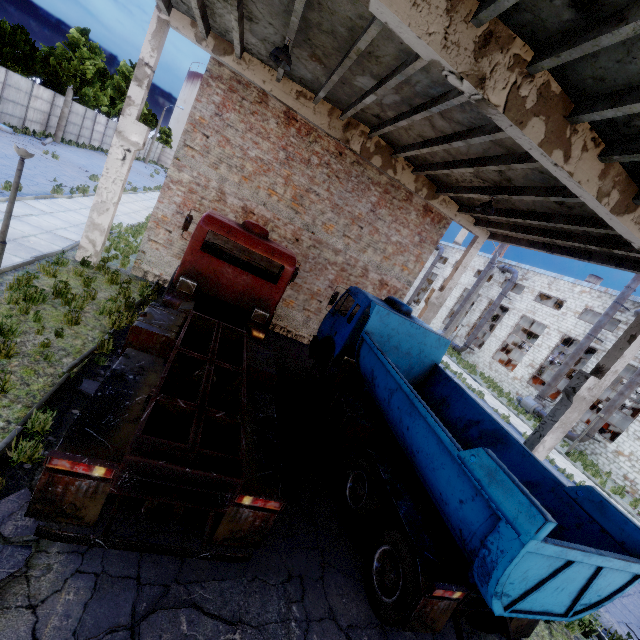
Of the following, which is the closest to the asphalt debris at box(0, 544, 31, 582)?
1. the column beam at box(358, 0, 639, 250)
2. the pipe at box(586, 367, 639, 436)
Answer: the column beam at box(358, 0, 639, 250)

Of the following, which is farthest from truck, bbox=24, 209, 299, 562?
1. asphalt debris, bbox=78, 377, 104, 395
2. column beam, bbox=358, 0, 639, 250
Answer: column beam, bbox=358, 0, 639, 250

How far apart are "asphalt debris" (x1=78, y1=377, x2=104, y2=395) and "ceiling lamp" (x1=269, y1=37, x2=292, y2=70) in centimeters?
758cm

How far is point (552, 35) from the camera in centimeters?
436cm

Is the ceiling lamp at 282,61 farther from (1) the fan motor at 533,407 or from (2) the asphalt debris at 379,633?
(1) the fan motor at 533,407

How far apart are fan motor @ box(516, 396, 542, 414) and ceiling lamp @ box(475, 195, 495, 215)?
21.76m

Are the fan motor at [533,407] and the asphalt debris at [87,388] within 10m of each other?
no

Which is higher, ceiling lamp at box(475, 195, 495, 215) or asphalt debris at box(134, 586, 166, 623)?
ceiling lamp at box(475, 195, 495, 215)
